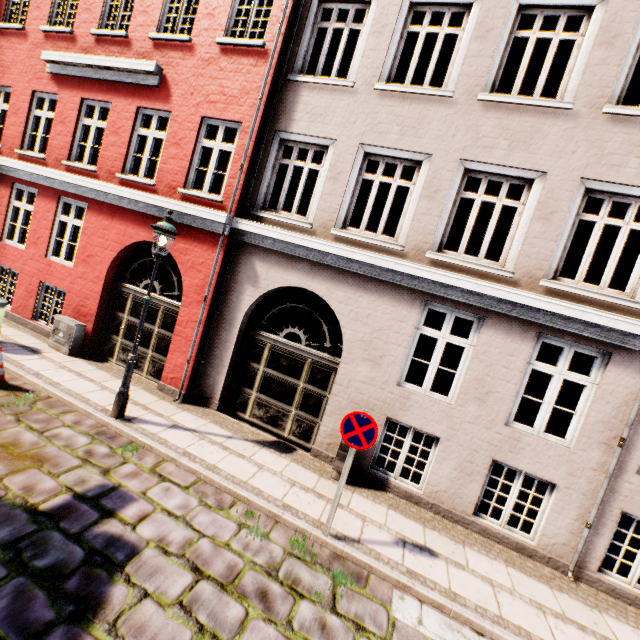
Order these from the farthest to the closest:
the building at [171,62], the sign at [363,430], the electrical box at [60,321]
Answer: the electrical box at [60,321]
the building at [171,62]
the sign at [363,430]

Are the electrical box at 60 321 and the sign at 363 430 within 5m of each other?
no

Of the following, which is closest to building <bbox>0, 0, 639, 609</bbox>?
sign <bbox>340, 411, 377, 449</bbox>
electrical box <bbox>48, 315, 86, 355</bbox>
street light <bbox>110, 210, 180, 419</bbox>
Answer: electrical box <bbox>48, 315, 86, 355</bbox>

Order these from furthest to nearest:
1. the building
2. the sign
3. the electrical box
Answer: the electrical box
the building
the sign

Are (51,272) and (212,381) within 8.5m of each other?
yes

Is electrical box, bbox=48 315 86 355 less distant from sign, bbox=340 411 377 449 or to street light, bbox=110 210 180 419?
street light, bbox=110 210 180 419

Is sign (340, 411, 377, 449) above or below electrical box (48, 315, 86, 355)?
above
